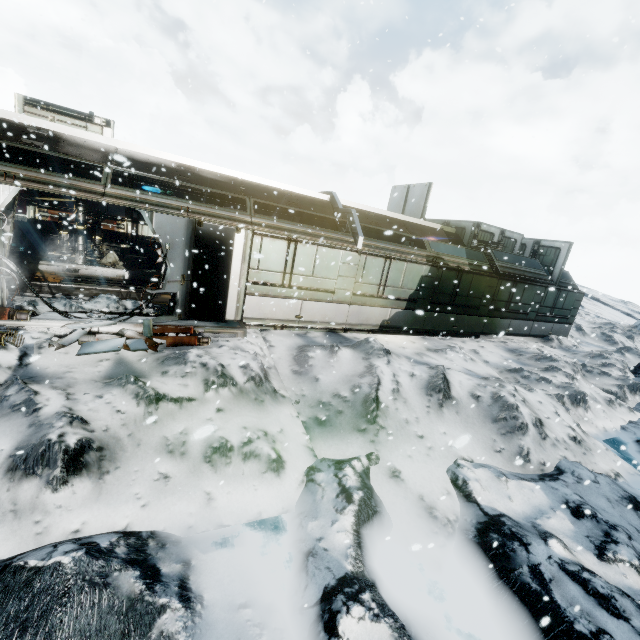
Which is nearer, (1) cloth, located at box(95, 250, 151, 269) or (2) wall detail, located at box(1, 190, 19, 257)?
(2) wall detail, located at box(1, 190, 19, 257)

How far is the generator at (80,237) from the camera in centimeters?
1263cm

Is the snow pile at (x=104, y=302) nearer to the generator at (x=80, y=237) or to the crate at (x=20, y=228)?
the generator at (x=80, y=237)

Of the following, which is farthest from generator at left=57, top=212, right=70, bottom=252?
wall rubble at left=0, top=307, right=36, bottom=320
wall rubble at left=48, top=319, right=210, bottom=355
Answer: wall rubble at left=48, top=319, right=210, bottom=355

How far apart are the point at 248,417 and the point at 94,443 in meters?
2.4 m

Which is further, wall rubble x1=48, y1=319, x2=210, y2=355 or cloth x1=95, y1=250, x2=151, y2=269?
cloth x1=95, y1=250, x2=151, y2=269

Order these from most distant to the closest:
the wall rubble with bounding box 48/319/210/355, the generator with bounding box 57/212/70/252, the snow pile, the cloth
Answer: the cloth
the generator with bounding box 57/212/70/252
the snow pile
the wall rubble with bounding box 48/319/210/355

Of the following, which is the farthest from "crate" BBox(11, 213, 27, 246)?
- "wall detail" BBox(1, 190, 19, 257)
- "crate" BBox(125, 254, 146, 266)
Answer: "wall detail" BBox(1, 190, 19, 257)
